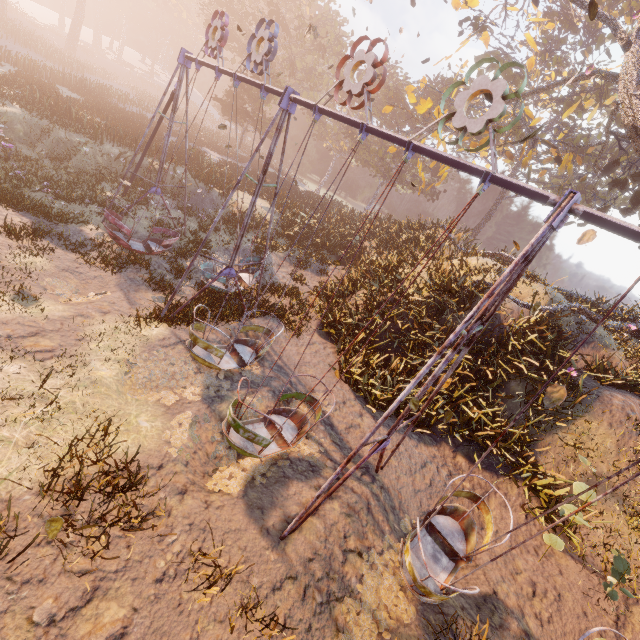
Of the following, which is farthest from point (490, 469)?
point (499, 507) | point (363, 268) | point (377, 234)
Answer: point (377, 234)

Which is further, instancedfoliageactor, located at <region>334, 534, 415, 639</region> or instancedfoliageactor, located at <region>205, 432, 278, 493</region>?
instancedfoliageactor, located at <region>205, 432, 278, 493</region>

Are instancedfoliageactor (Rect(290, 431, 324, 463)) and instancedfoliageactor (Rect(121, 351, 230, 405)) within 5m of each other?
yes

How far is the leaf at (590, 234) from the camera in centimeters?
438cm

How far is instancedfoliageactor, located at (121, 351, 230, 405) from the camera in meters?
6.8

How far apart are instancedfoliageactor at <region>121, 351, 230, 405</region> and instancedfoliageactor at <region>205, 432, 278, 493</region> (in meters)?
0.38

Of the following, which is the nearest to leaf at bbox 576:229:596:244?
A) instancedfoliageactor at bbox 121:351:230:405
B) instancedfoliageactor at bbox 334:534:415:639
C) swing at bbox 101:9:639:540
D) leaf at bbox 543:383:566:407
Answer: swing at bbox 101:9:639:540

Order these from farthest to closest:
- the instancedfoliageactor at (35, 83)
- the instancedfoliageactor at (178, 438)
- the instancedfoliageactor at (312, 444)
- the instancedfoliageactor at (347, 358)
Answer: the instancedfoliageactor at (35, 83) → the instancedfoliageactor at (347, 358) → the instancedfoliageactor at (312, 444) → the instancedfoliageactor at (178, 438)
